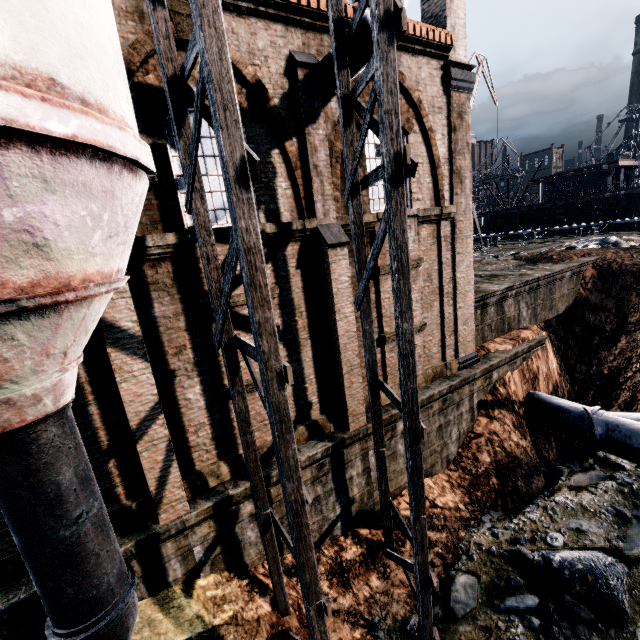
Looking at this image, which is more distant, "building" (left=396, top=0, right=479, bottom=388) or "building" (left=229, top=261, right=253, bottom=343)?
"building" (left=396, top=0, right=479, bottom=388)

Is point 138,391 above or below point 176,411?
above

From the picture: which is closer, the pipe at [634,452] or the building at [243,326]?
the building at [243,326]

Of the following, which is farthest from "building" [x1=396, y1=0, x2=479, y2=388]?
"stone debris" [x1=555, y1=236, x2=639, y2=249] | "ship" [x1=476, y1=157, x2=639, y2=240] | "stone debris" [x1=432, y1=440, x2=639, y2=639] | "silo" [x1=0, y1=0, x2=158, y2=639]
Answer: "ship" [x1=476, y1=157, x2=639, y2=240]

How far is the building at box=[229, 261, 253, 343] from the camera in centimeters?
866cm

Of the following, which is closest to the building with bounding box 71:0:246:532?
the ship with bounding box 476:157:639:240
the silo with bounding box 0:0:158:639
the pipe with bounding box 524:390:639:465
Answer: the silo with bounding box 0:0:158:639

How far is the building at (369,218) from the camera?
10.6 meters
